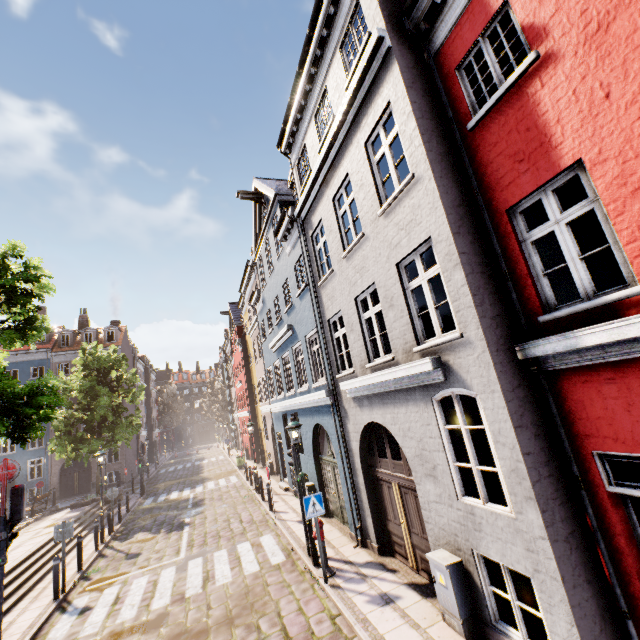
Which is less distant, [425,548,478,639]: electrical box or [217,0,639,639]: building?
[217,0,639,639]: building

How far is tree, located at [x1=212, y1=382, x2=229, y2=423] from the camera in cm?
5150

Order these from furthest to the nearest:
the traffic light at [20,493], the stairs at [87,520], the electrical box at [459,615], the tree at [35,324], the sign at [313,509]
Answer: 1. the stairs at [87,520]
2. the tree at [35,324]
3. the sign at [313,509]
4. the traffic light at [20,493]
5. the electrical box at [459,615]

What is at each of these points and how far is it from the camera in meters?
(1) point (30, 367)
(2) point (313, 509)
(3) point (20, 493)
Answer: (1) building, 30.9
(2) sign, 7.8
(3) traffic light, 7.4

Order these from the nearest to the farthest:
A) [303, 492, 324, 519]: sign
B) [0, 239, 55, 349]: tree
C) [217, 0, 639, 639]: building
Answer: [217, 0, 639, 639]: building, [303, 492, 324, 519]: sign, [0, 239, 55, 349]: tree

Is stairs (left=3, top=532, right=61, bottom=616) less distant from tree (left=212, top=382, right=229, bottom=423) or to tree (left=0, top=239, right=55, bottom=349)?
tree (left=0, top=239, right=55, bottom=349)

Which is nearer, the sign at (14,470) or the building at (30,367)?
the sign at (14,470)

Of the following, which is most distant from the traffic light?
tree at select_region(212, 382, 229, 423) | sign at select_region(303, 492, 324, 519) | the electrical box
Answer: tree at select_region(212, 382, 229, 423)
